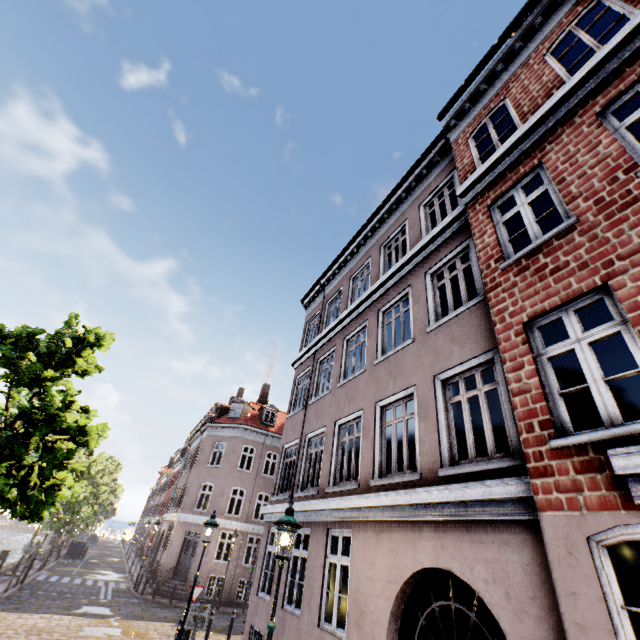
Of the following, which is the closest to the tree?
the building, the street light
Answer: the street light

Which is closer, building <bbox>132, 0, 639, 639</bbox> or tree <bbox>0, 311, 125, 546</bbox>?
building <bbox>132, 0, 639, 639</bbox>

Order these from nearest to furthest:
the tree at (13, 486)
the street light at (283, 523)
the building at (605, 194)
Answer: the building at (605, 194)
the street light at (283, 523)
the tree at (13, 486)

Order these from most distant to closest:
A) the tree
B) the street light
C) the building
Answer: the tree < the street light < the building

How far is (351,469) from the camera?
8.1m

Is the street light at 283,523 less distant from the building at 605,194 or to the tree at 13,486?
the tree at 13,486
